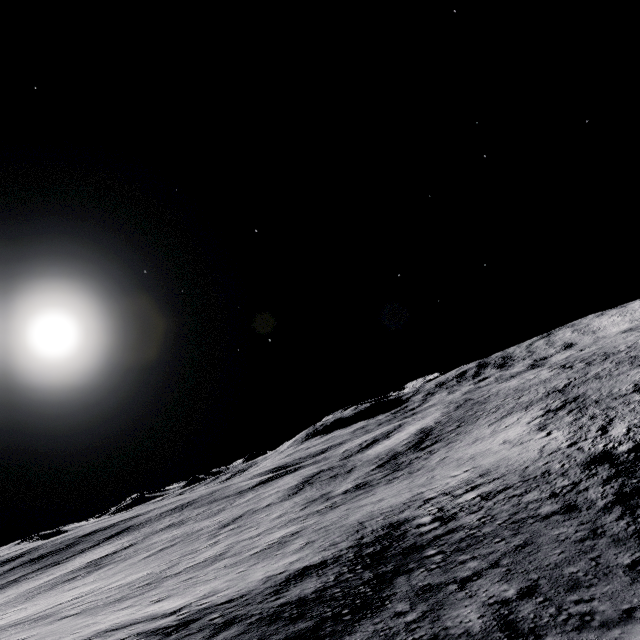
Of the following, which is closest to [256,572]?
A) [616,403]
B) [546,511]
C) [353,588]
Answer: [353,588]
